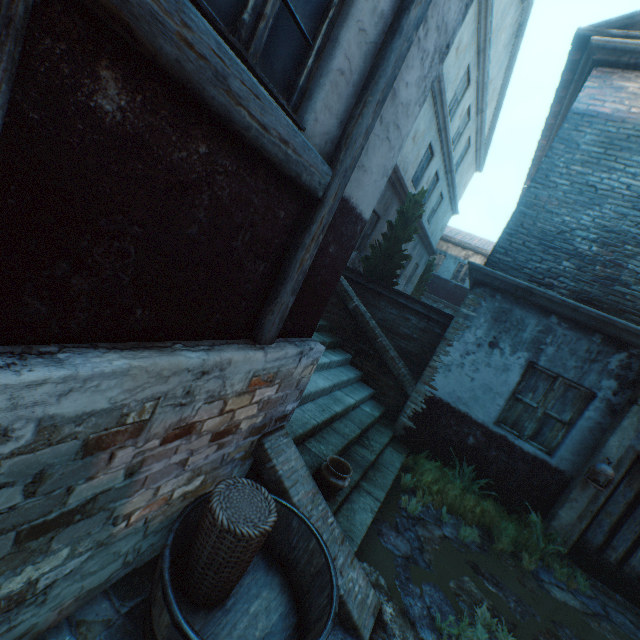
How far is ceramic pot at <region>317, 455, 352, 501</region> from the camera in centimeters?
358cm

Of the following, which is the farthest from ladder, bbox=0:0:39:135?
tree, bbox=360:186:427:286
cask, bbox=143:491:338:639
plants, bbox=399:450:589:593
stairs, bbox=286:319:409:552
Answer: tree, bbox=360:186:427:286

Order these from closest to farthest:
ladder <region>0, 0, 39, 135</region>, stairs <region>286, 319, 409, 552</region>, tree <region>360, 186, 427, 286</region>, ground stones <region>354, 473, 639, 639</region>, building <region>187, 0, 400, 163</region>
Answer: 1. ladder <region>0, 0, 39, 135</region>
2. building <region>187, 0, 400, 163</region>
3. ground stones <region>354, 473, 639, 639</region>
4. stairs <region>286, 319, 409, 552</region>
5. tree <region>360, 186, 427, 286</region>

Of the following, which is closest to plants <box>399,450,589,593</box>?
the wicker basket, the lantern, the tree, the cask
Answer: the lantern

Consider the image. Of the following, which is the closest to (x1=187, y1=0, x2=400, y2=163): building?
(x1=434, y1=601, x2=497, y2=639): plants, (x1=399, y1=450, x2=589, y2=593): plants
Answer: (x1=434, y1=601, x2=497, y2=639): plants

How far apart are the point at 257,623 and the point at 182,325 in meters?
2.4

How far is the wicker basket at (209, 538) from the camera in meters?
2.3

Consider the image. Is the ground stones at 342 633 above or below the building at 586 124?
below
